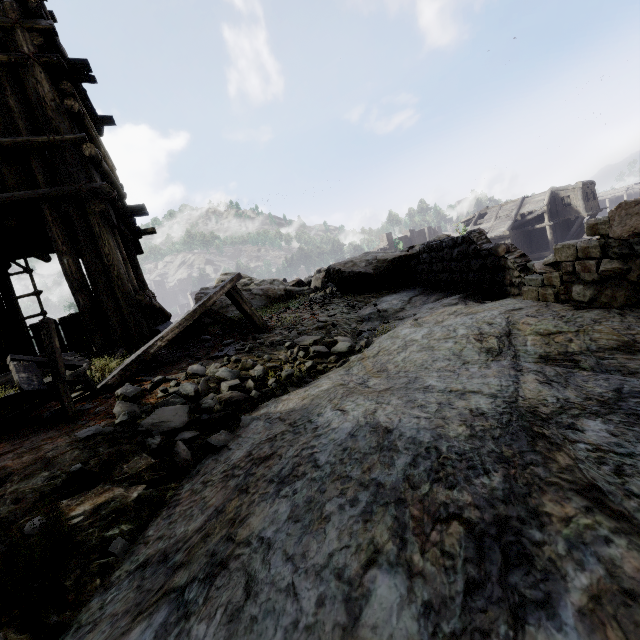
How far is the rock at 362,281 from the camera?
6.7 meters

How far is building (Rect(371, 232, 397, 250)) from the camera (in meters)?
43.69

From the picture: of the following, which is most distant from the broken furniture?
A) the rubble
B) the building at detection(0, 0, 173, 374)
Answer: the rubble

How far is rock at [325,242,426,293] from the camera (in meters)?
6.66

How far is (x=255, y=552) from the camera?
1.0 meters

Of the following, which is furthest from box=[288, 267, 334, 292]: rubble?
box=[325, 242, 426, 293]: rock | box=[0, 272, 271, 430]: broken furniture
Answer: box=[0, 272, 271, 430]: broken furniture

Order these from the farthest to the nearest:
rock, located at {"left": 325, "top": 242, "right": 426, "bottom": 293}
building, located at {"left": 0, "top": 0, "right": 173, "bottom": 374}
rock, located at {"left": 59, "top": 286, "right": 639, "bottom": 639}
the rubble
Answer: the rubble < rock, located at {"left": 325, "top": 242, "right": 426, "bottom": 293} < building, located at {"left": 0, "top": 0, "right": 173, "bottom": 374} < rock, located at {"left": 59, "top": 286, "right": 639, "bottom": 639}

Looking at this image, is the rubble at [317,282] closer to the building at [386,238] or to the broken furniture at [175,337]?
Result: the building at [386,238]
